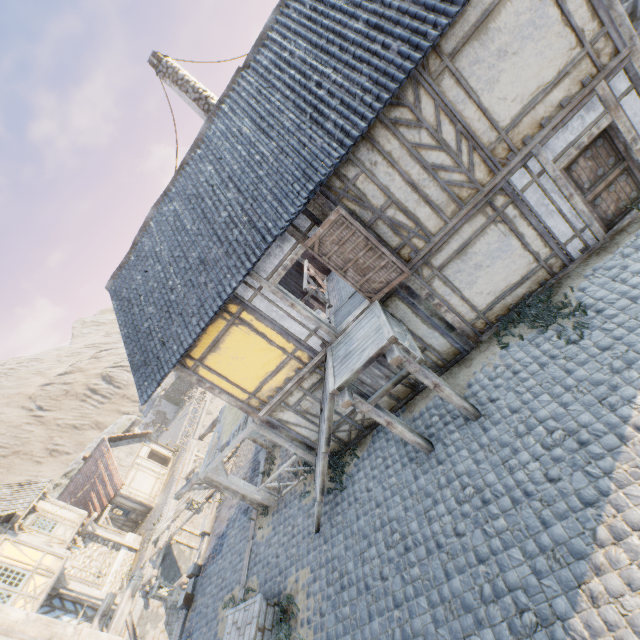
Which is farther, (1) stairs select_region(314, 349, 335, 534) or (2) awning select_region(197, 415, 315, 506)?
(2) awning select_region(197, 415, 315, 506)

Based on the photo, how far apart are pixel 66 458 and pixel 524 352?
76.11m

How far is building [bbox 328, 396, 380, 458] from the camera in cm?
951

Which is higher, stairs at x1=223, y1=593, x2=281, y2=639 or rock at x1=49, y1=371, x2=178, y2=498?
rock at x1=49, y1=371, x2=178, y2=498

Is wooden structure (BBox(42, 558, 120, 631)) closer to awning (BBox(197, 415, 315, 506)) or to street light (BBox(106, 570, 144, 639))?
awning (BBox(197, 415, 315, 506))

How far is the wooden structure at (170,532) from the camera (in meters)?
16.77

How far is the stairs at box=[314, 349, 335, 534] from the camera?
7.1m

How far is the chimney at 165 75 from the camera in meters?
10.6 m
